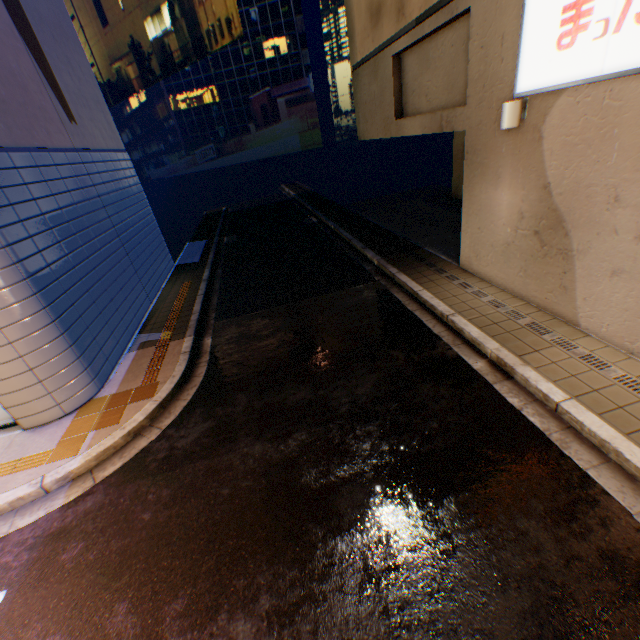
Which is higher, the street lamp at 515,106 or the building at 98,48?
the building at 98,48

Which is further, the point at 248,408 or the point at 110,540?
the point at 248,408

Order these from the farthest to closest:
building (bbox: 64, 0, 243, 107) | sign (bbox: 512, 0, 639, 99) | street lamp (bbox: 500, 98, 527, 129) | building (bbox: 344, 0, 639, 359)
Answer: building (bbox: 64, 0, 243, 107) < street lamp (bbox: 500, 98, 527, 129) < building (bbox: 344, 0, 639, 359) < sign (bbox: 512, 0, 639, 99)

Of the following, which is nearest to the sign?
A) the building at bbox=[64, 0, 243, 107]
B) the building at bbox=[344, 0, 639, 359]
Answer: the building at bbox=[344, 0, 639, 359]

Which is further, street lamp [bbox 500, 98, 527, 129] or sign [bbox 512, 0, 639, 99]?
street lamp [bbox 500, 98, 527, 129]

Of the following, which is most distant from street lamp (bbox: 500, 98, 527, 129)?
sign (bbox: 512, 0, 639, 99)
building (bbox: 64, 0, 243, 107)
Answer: building (bbox: 64, 0, 243, 107)

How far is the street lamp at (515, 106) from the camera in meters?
5.5

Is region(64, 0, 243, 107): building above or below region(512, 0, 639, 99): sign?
above
